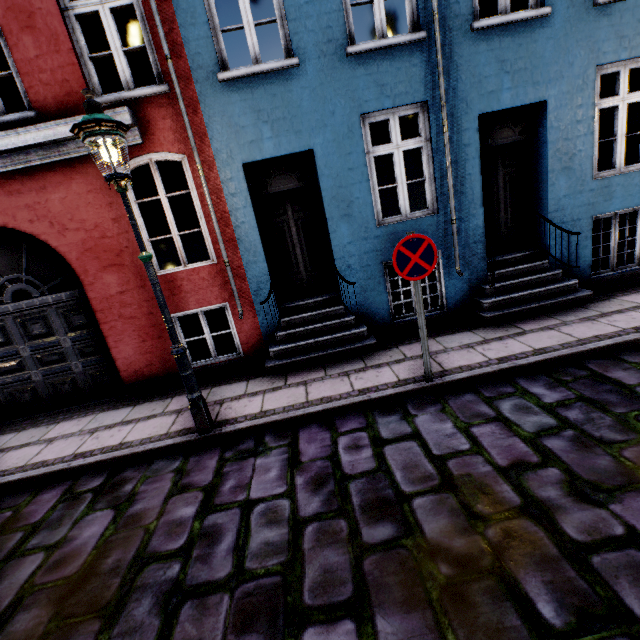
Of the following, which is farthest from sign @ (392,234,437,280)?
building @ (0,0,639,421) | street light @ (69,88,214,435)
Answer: street light @ (69,88,214,435)

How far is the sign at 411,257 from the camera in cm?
374

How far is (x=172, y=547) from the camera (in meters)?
2.79

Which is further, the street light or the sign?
the sign

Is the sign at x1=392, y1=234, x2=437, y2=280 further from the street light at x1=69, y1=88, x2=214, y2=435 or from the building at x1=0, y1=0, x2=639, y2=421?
the street light at x1=69, y1=88, x2=214, y2=435

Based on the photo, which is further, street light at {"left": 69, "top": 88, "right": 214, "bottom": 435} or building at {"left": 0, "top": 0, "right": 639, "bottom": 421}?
A: building at {"left": 0, "top": 0, "right": 639, "bottom": 421}

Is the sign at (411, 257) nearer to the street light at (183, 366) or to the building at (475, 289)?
the building at (475, 289)
